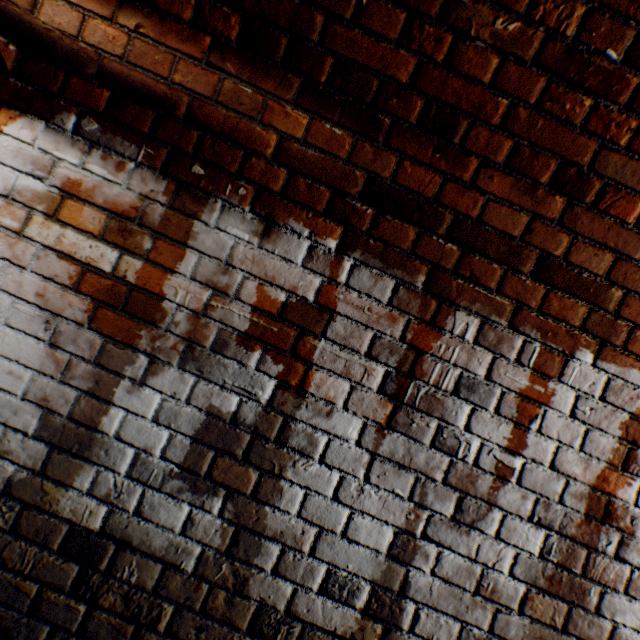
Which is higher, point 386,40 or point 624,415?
point 386,40
